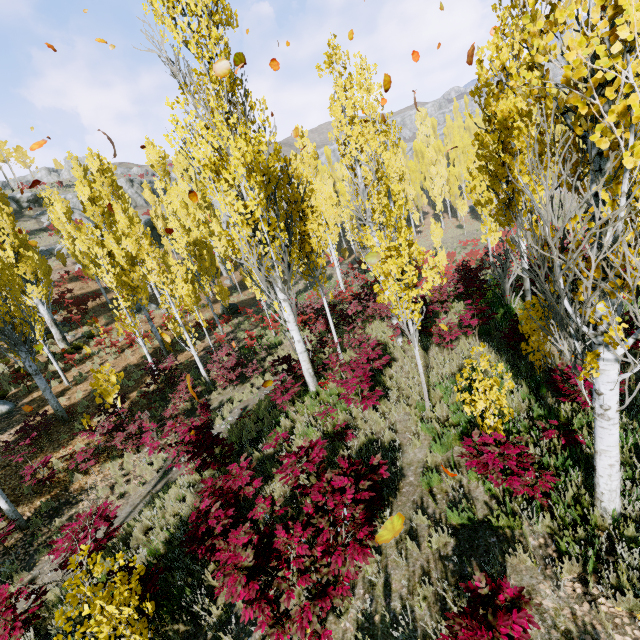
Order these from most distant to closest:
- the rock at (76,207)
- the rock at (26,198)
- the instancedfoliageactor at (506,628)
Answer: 1. the rock at (76,207)
2. the rock at (26,198)
3. the instancedfoliageactor at (506,628)

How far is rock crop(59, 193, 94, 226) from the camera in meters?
48.6 m

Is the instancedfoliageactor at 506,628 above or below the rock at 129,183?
below

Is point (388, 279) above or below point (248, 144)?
below

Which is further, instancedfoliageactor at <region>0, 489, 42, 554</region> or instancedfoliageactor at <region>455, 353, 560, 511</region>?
instancedfoliageactor at <region>0, 489, 42, 554</region>

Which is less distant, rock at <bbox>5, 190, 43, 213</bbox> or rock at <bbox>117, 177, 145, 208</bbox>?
rock at <bbox>5, 190, 43, 213</bbox>

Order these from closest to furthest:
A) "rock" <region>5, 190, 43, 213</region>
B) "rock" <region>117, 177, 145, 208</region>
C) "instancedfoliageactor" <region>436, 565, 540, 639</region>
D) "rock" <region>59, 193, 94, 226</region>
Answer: "instancedfoliageactor" <region>436, 565, 540, 639</region>, "rock" <region>5, 190, 43, 213</region>, "rock" <region>59, 193, 94, 226</region>, "rock" <region>117, 177, 145, 208</region>

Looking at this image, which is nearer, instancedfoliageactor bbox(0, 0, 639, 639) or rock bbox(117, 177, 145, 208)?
instancedfoliageactor bbox(0, 0, 639, 639)
